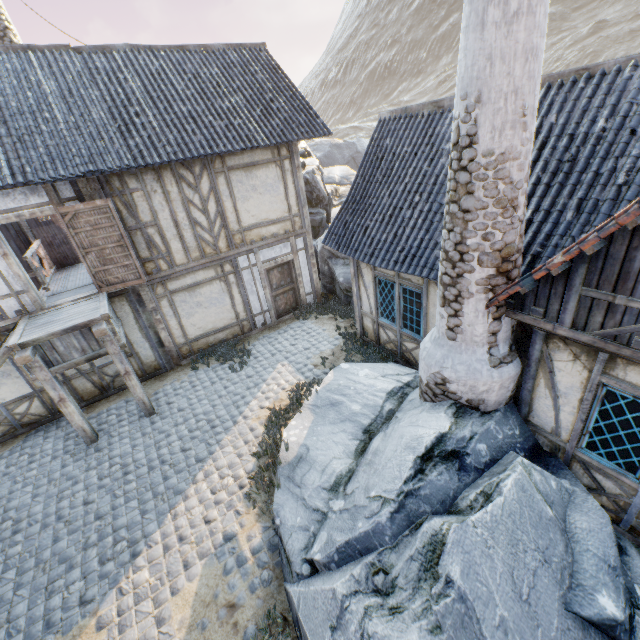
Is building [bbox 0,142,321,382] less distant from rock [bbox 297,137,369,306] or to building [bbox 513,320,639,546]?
rock [bbox 297,137,369,306]

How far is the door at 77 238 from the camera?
7.7m

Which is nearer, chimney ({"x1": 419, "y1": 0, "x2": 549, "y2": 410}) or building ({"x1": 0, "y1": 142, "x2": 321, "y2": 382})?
chimney ({"x1": 419, "y1": 0, "x2": 549, "y2": 410})

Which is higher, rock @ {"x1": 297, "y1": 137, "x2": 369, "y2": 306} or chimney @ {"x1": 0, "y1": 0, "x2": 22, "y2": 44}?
chimney @ {"x1": 0, "y1": 0, "x2": 22, "y2": 44}

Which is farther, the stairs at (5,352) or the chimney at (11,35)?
the chimney at (11,35)

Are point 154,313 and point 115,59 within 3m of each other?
no

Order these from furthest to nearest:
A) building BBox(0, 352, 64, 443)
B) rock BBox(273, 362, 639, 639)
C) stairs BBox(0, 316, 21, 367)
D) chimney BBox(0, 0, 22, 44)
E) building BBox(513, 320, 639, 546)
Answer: chimney BBox(0, 0, 22, 44) < building BBox(0, 352, 64, 443) < stairs BBox(0, 316, 21, 367) < building BBox(513, 320, 639, 546) < rock BBox(273, 362, 639, 639)

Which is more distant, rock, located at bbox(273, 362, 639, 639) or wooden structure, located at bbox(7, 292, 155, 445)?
wooden structure, located at bbox(7, 292, 155, 445)
